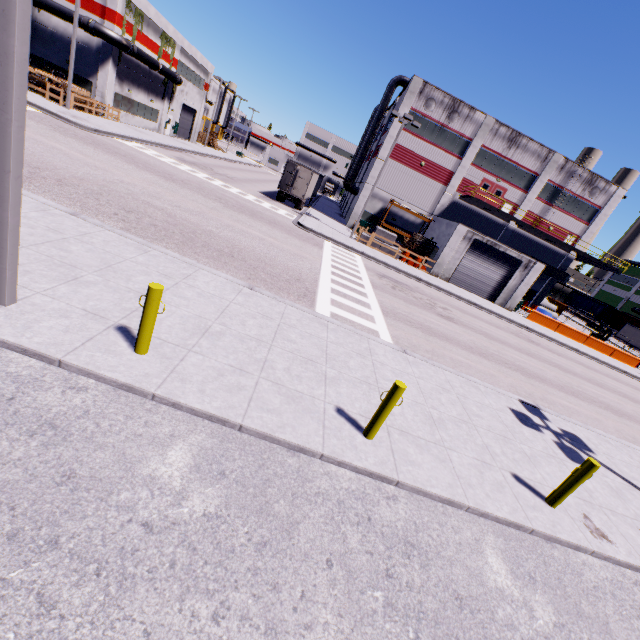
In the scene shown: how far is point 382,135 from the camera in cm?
3856

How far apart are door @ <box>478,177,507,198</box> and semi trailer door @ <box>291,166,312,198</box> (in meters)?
17.29

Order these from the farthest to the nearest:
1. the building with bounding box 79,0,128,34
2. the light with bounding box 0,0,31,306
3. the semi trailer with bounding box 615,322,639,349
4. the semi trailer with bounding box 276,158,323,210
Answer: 1. the semi trailer with bounding box 615,322,639,349
2. the semi trailer with bounding box 276,158,323,210
3. the building with bounding box 79,0,128,34
4. the light with bounding box 0,0,31,306

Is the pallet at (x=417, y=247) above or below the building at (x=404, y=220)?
below

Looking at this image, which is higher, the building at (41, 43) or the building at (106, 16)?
the building at (106, 16)

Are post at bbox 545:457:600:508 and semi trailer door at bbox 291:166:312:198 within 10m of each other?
no

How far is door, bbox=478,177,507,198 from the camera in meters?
33.3

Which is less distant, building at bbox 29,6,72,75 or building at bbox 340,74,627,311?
building at bbox 29,6,72,75
